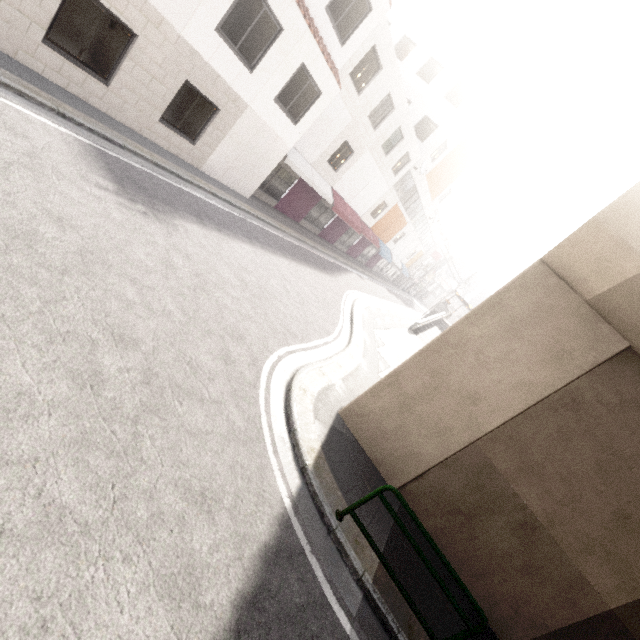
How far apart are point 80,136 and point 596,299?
10.78m

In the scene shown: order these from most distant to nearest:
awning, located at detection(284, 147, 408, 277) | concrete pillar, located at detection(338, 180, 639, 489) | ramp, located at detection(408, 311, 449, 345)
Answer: ramp, located at detection(408, 311, 449, 345)
awning, located at detection(284, 147, 408, 277)
concrete pillar, located at detection(338, 180, 639, 489)

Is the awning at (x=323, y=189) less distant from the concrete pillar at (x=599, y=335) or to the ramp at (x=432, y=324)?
the ramp at (x=432, y=324)

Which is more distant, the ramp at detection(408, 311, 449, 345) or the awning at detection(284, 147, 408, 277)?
the ramp at detection(408, 311, 449, 345)

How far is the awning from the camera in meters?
15.4 m

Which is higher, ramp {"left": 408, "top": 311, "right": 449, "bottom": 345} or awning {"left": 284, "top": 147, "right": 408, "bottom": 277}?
awning {"left": 284, "top": 147, "right": 408, "bottom": 277}

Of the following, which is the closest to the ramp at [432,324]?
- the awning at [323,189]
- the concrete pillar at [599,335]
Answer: the concrete pillar at [599,335]

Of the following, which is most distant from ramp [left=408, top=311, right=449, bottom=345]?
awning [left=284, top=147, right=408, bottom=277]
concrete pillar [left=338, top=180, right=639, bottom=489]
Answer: awning [left=284, top=147, right=408, bottom=277]
